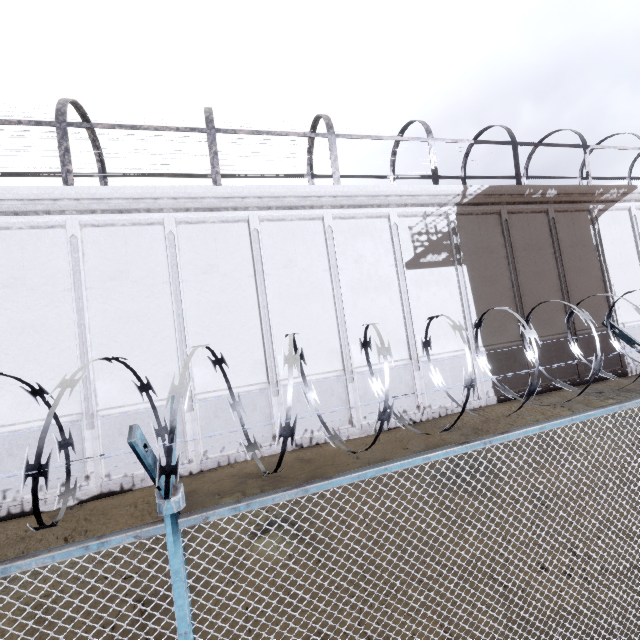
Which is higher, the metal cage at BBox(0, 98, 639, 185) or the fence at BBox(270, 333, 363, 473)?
the metal cage at BBox(0, 98, 639, 185)

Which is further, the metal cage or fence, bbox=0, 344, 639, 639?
the metal cage

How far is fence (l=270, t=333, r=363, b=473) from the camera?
1.5 meters

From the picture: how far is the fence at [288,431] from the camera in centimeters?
149cm

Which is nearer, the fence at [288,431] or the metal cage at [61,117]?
the fence at [288,431]

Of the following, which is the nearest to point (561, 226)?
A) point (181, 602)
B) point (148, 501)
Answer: point (181, 602)
